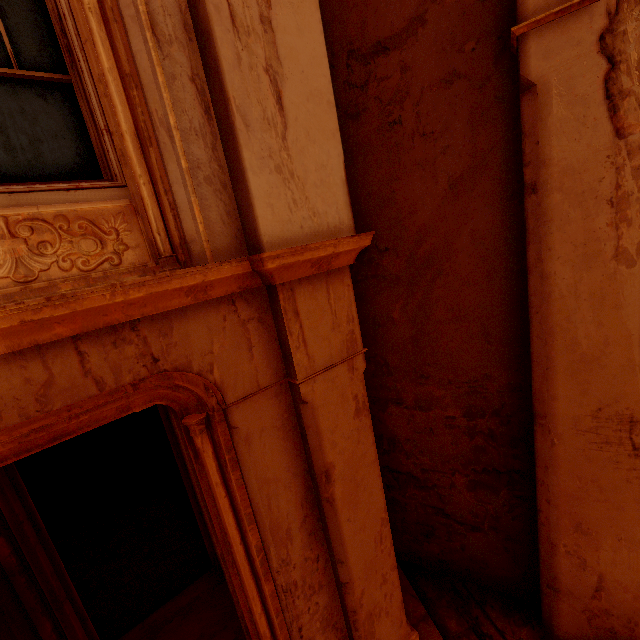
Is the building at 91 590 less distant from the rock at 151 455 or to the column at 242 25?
the rock at 151 455

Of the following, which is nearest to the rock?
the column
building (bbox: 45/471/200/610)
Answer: building (bbox: 45/471/200/610)

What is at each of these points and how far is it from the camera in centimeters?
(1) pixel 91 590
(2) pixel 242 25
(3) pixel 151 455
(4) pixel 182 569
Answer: (1) building, 514cm
(2) column, 180cm
(3) rock, 783cm
(4) building, 519cm

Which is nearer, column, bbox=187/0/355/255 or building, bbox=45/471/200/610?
column, bbox=187/0/355/255

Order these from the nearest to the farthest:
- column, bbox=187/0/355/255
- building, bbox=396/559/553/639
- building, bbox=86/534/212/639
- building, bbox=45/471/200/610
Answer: column, bbox=187/0/355/255 < building, bbox=396/559/553/639 < building, bbox=86/534/212/639 < building, bbox=45/471/200/610

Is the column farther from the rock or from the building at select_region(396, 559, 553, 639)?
the rock

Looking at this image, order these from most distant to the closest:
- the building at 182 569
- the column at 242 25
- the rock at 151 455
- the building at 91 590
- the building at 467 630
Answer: the rock at 151 455, the building at 91 590, the building at 182 569, the building at 467 630, the column at 242 25
